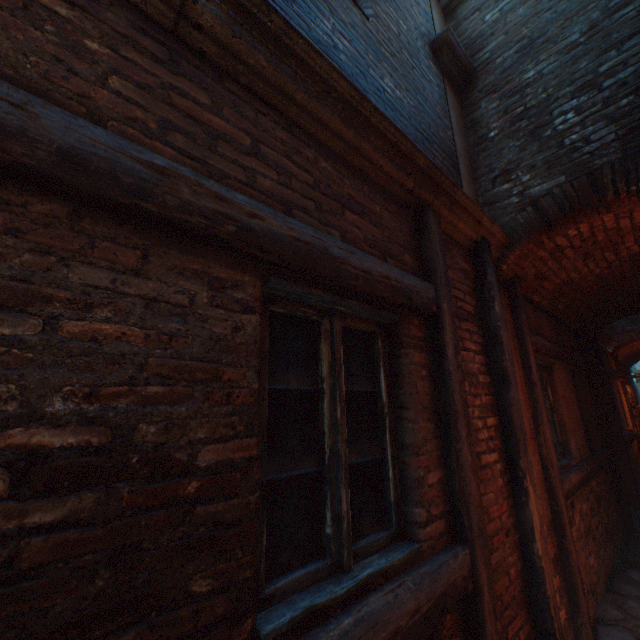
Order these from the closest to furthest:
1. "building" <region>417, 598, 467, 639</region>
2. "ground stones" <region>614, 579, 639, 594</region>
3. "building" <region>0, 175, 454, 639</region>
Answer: "building" <region>0, 175, 454, 639</region> < "building" <region>417, 598, 467, 639</region> < "ground stones" <region>614, 579, 639, 594</region>

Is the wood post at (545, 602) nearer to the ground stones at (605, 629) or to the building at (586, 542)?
the ground stones at (605, 629)

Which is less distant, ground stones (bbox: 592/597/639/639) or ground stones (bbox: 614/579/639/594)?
ground stones (bbox: 592/597/639/639)

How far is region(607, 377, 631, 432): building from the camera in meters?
8.5 m

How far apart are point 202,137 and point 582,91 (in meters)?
4.04

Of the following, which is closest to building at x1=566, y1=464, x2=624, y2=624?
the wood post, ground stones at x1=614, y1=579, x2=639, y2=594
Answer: ground stones at x1=614, y1=579, x2=639, y2=594

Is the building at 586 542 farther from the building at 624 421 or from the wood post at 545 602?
the wood post at 545 602

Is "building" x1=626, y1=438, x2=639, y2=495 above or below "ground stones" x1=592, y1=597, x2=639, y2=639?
above
